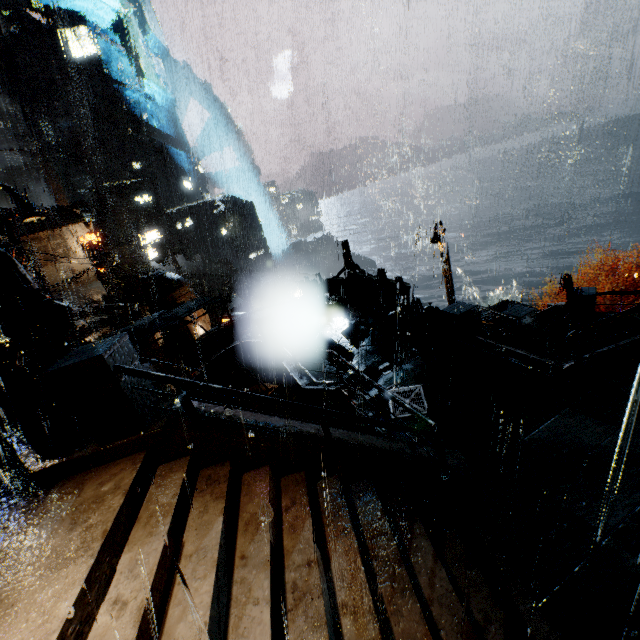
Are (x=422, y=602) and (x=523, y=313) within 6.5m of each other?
no

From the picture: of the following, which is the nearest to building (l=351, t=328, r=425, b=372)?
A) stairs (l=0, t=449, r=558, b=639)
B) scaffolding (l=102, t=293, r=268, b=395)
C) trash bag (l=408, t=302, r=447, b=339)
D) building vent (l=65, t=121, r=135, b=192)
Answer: stairs (l=0, t=449, r=558, b=639)

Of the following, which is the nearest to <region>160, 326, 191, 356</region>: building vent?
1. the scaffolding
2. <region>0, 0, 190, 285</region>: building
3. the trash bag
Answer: <region>0, 0, 190, 285</region>: building

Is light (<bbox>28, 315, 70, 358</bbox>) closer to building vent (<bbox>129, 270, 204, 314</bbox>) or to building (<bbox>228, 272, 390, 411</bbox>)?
building (<bbox>228, 272, 390, 411</bbox>)

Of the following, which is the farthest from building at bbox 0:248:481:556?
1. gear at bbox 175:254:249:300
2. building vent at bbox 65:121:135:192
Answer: gear at bbox 175:254:249:300

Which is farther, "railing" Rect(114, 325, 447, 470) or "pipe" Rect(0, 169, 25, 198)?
"pipe" Rect(0, 169, 25, 198)

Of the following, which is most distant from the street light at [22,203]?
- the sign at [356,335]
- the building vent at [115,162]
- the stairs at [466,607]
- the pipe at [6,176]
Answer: the pipe at [6,176]

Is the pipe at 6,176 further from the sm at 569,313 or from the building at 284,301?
the sm at 569,313
